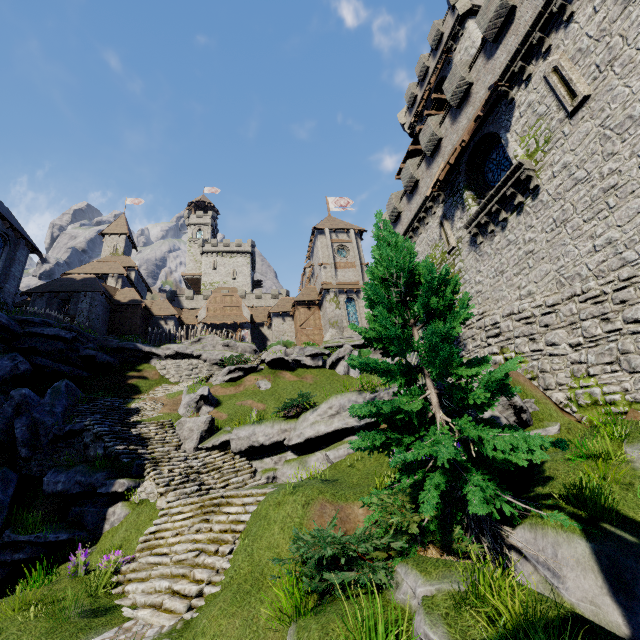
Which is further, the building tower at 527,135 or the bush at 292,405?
the bush at 292,405

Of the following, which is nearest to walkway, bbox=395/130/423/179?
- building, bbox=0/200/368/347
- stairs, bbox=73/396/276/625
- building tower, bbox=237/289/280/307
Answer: building, bbox=0/200/368/347

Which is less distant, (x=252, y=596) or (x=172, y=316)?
(x=252, y=596)

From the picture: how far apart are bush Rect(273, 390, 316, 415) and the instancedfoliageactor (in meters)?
6.97

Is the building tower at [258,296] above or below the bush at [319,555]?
above

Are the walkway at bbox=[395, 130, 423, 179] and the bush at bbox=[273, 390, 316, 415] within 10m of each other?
no

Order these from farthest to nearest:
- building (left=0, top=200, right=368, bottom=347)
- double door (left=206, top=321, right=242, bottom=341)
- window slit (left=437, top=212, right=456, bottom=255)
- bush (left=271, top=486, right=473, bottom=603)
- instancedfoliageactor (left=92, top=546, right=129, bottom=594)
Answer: double door (left=206, top=321, right=242, bottom=341) < building (left=0, top=200, right=368, bottom=347) < window slit (left=437, top=212, right=456, bottom=255) < instancedfoliageactor (left=92, top=546, right=129, bottom=594) < bush (left=271, top=486, right=473, bottom=603)

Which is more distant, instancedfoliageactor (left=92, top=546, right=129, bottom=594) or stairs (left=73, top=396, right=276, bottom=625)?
instancedfoliageactor (left=92, top=546, right=129, bottom=594)
